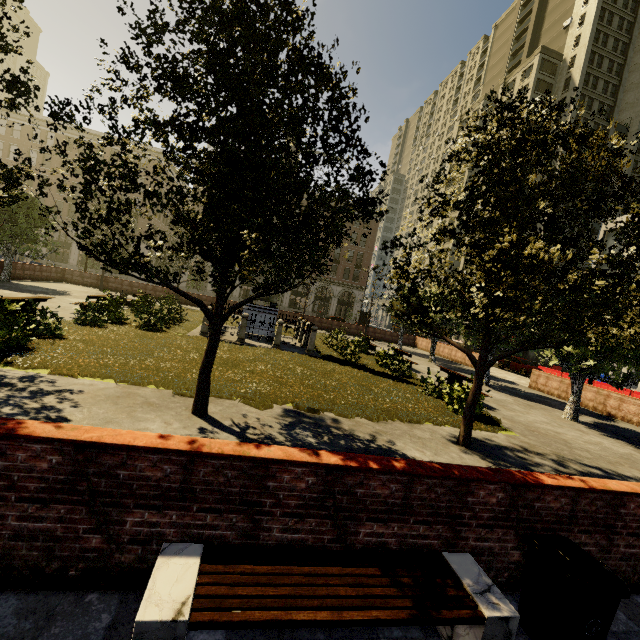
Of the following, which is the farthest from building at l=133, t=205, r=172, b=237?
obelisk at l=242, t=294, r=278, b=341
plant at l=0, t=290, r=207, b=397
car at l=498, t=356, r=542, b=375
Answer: obelisk at l=242, t=294, r=278, b=341

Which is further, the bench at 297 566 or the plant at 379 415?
the plant at 379 415

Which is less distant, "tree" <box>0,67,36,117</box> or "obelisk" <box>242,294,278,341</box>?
"tree" <box>0,67,36,117</box>

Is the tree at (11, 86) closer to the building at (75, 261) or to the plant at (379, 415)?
the plant at (379, 415)

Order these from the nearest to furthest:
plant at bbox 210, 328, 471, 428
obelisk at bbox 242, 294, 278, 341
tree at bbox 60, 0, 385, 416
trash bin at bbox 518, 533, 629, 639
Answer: trash bin at bbox 518, 533, 629, 639 < tree at bbox 60, 0, 385, 416 < plant at bbox 210, 328, 471, 428 < obelisk at bbox 242, 294, 278, 341

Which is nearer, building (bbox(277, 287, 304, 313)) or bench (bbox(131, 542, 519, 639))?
bench (bbox(131, 542, 519, 639))

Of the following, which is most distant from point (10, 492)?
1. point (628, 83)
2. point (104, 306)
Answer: point (628, 83)

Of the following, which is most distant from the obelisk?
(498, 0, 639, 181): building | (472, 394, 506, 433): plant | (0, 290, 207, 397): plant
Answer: (498, 0, 639, 181): building
